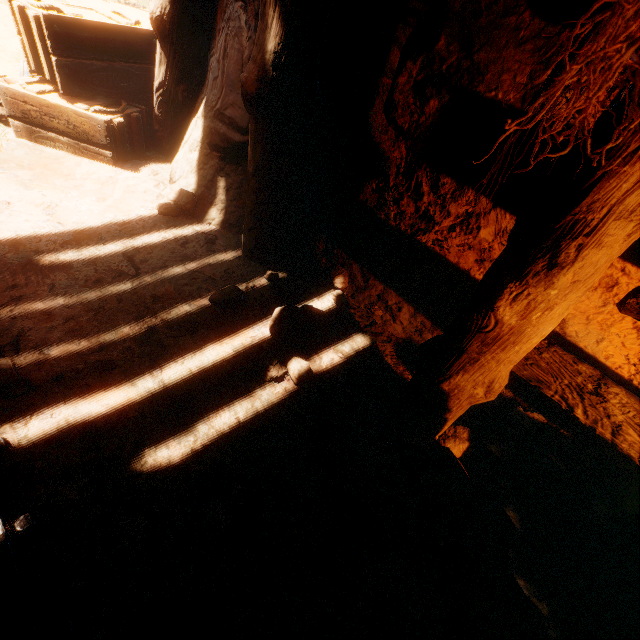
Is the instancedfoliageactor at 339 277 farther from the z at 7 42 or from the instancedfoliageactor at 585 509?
the instancedfoliageactor at 585 509

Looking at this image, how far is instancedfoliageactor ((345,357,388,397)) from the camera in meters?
2.2 m

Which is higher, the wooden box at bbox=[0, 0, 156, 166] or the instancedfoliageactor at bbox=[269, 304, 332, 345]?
the wooden box at bbox=[0, 0, 156, 166]

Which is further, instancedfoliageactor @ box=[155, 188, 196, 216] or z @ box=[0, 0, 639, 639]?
instancedfoliageactor @ box=[155, 188, 196, 216]

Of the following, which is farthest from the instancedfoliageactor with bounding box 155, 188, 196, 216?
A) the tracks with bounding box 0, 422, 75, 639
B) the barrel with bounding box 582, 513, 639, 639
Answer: the barrel with bounding box 582, 513, 639, 639

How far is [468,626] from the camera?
1.38m

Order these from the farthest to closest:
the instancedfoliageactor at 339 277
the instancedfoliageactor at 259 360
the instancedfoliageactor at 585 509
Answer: the instancedfoliageactor at 339 277 → the instancedfoliageactor at 259 360 → the instancedfoliageactor at 585 509

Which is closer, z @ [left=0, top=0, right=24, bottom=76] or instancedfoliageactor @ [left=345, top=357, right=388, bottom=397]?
instancedfoliageactor @ [left=345, top=357, right=388, bottom=397]
